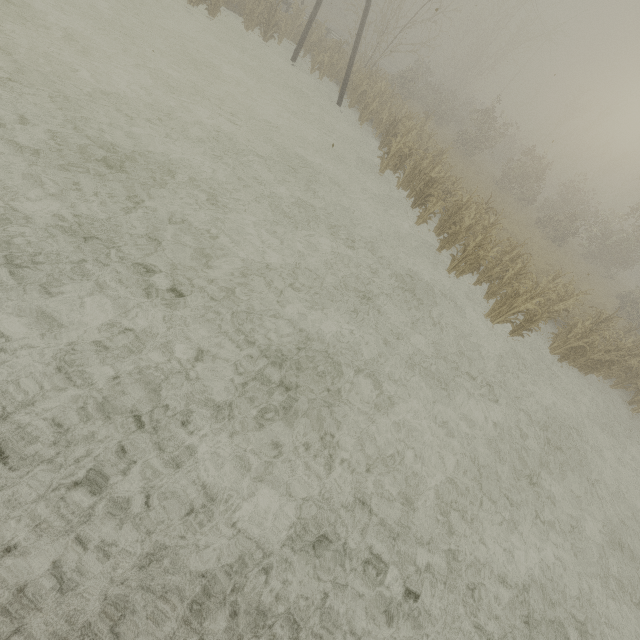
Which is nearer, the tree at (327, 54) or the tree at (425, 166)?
the tree at (425, 166)

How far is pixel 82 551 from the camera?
2.9m

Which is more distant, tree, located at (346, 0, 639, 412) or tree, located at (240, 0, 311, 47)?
tree, located at (240, 0, 311, 47)

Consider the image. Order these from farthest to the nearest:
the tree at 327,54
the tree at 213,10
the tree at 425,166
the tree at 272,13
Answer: the tree at 327,54, the tree at 272,13, the tree at 213,10, the tree at 425,166

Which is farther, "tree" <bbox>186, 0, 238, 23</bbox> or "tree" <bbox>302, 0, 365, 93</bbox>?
"tree" <bbox>302, 0, 365, 93</bbox>

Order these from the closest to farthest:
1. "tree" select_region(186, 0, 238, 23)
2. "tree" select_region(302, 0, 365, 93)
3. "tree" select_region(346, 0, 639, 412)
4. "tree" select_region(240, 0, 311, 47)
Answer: "tree" select_region(346, 0, 639, 412), "tree" select_region(186, 0, 238, 23), "tree" select_region(240, 0, 311, 47), "tree" select_region(302, 0, 365, 93)
